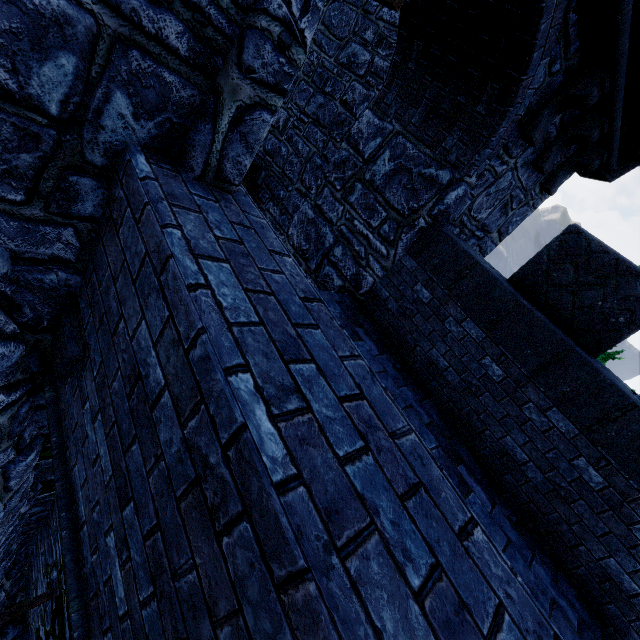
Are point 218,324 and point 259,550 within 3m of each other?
yes
